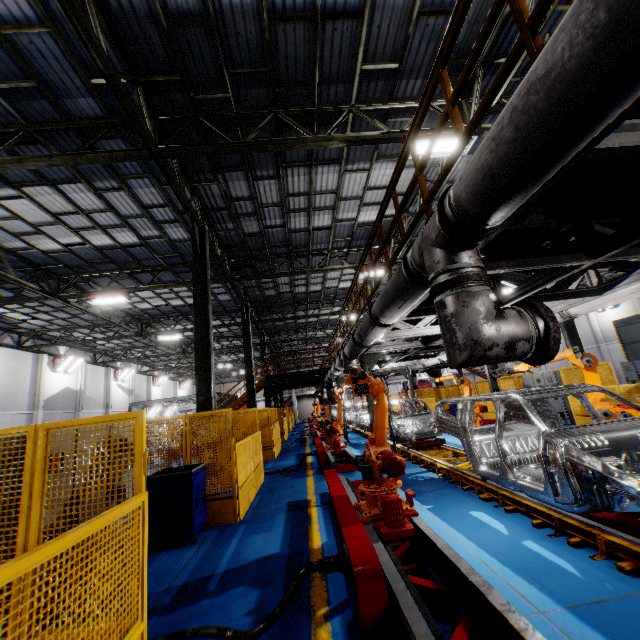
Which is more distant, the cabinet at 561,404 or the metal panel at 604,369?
the cabinet at 561,404

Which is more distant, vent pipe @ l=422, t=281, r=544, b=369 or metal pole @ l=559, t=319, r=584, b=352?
metal pole @ l=559, t=319, r=584, b=352

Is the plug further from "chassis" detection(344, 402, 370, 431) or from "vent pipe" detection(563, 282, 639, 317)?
"vent pipe" detection(563, 282, 639, 317)

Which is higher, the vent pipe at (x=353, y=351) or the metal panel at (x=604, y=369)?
the vent pipe at (x=353, y=351)

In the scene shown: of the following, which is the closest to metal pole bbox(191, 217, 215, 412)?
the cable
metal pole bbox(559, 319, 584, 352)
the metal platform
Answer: the metal platform

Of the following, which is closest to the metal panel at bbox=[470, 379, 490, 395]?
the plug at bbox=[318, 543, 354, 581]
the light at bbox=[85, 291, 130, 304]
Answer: the plug at bbox=[318, 543, 354, 581]

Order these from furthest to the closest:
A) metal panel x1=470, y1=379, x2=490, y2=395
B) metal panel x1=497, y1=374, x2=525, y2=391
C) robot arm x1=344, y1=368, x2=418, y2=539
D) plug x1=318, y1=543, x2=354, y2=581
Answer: metal panel x1=470, y1=379, x2=490, y2=395 → metal panel x1=497, y1=374, x2=525, y2=391 → robot arm x1=344, y1=368, x2=418, y2=539 → plug x1=318, y1=543, x2=354, y2=581

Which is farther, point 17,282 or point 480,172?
point 17,282
